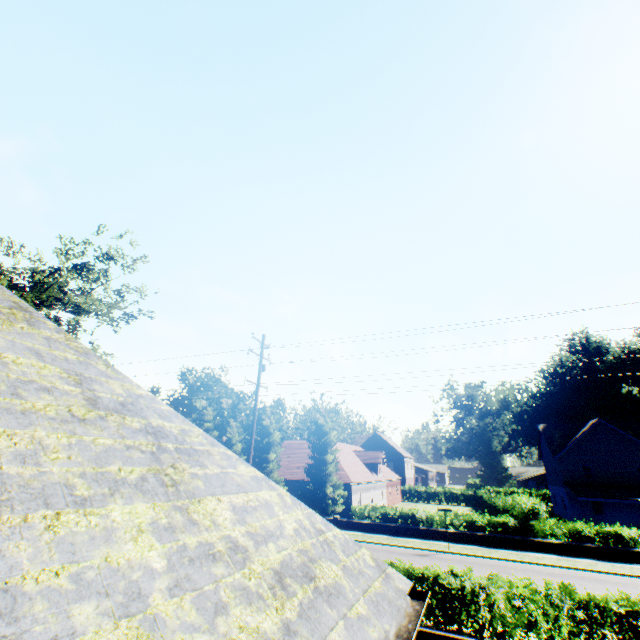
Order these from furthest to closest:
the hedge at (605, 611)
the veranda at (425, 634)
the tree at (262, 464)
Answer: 1. the tree at (262, 464)
2. the hedge at (605, 611)
3. the veranda at (425, 634)

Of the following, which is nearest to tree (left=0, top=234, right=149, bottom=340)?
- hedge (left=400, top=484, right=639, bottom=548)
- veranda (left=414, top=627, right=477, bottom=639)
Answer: hedge (left=400, top=484, right=639, bottom=548)

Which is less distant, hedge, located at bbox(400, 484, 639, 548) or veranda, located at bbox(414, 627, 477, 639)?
veranda, located at bbox(414, 627, 477, 639)

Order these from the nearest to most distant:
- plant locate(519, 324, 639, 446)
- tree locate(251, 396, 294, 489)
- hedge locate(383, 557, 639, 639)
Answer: hedge locate(383, 557, 639, 639), tree locate(251, 396, 294, 489), plant locate(519, 324, 639, 446)

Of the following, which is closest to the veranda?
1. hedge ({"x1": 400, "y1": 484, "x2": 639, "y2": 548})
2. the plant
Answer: hedge ({"x1": 400, "y1": 484, "x2": 639, "y2": 548})

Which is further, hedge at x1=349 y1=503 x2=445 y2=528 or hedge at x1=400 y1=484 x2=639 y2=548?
hedge at x1=349 y1=503 x2=445 y2=528

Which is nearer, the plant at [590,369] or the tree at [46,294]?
the tree at [46,294]

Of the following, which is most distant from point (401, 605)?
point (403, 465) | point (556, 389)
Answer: point (556, 389)
